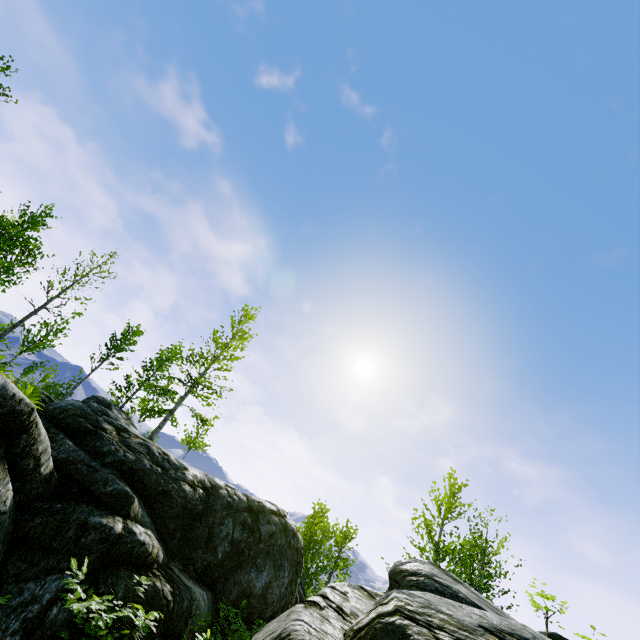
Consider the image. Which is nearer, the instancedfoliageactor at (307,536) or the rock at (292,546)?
the rock at (292,546)

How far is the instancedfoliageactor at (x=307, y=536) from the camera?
17.3 meters

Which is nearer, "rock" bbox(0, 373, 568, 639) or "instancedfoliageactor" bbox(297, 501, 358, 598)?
"rock" bbox(0, 373, 568, 639)

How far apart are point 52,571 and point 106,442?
3.3m

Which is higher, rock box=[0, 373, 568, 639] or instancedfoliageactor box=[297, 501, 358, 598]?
instancedfoliageactor box=[297, 501, 358, 598]

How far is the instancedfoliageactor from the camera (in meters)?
17.28
